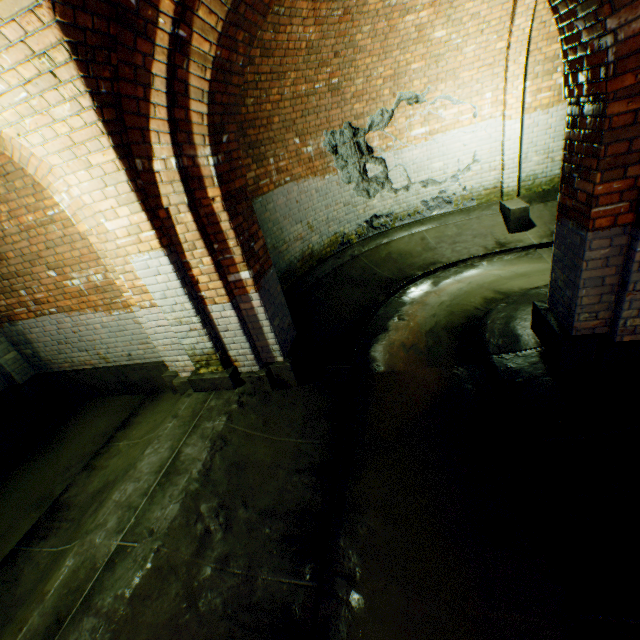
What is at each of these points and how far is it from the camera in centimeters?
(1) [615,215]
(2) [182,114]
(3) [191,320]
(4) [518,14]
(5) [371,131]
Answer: (1) wall archway, 264cm
(2) wall archway, 280cm
(3) support arch, 374cm
(4) wall archway, 525cm
(5) building tunnel, 644cm

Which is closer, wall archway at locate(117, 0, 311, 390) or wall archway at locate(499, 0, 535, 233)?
wall archway at locate(117, 0, 311, 390)

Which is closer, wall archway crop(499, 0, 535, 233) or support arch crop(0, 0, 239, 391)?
support arch crop(0, 0, 239, 391)

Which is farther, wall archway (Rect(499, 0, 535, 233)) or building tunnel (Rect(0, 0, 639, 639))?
wall archway (Rect(499, 0, 535, 233))

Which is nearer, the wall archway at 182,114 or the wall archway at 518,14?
the wall archway at 182,114
